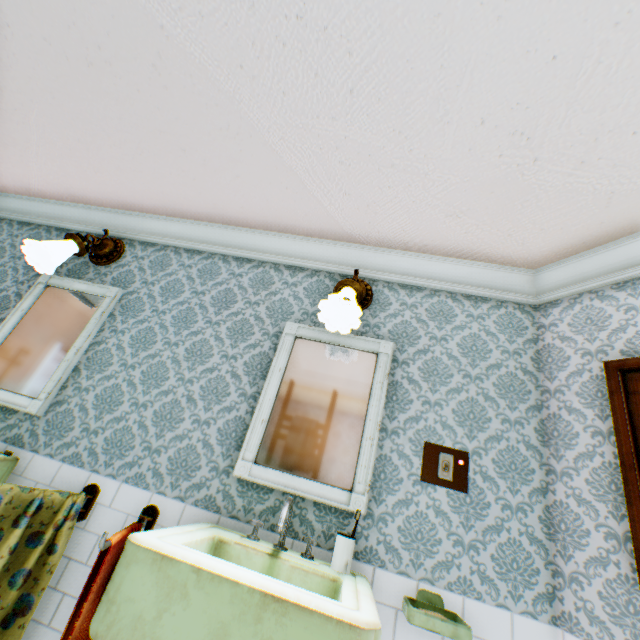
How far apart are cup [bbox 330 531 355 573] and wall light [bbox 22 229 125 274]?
2.6m

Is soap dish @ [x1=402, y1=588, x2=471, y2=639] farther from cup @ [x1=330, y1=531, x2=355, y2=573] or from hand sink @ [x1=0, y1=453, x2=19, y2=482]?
hand sink @ [x1=0, y1=453, x2=19, y2=482]

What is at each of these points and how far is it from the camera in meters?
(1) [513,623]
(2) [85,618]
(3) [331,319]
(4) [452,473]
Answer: (1) building, 1.5
(2) towel, 1.3
(3) wall light, 2.0
(4) light switch, 1.8

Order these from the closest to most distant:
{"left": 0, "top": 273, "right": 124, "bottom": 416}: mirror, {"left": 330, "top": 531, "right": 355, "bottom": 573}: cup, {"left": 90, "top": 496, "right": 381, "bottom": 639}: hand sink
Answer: {"left": 90, "top": 496, "right": 381, "bottom": 639}: hand sink < {"left": 330, "top": 531, "right": 355, "bottom": 573}: cup < {"left": 0, "top": 273, "right": 124, "bottom": 416}: mirror

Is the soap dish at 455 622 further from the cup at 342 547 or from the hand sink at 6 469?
the hand sink at 6 469

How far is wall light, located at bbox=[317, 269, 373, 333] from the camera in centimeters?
192cm

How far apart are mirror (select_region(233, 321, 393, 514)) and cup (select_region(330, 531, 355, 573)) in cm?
12

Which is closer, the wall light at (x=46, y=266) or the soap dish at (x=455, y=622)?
the soap dish at (x=455, y=622)
